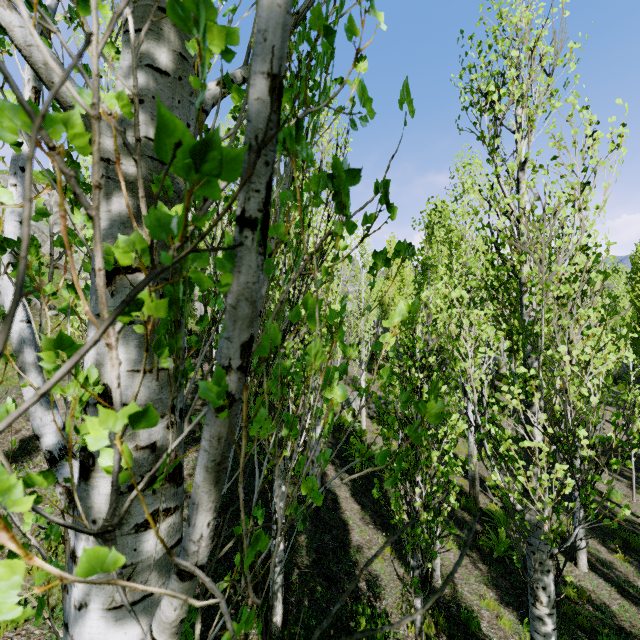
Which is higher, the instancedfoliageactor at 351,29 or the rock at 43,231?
the rock at 43,231

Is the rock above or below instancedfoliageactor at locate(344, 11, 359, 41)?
above

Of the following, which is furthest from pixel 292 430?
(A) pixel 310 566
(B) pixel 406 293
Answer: (B) pixel 406 293

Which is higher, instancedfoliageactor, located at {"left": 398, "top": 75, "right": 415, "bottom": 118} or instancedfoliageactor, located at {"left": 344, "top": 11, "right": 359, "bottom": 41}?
instancedfoliageactor, located at {"left": 344, "top": 11, "right": 359, "bottom": 41}

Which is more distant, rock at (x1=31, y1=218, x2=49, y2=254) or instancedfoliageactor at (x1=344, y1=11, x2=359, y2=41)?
rock at (x1=31, y1=218, x2=49, y2=254)

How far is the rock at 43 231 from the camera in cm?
2185
